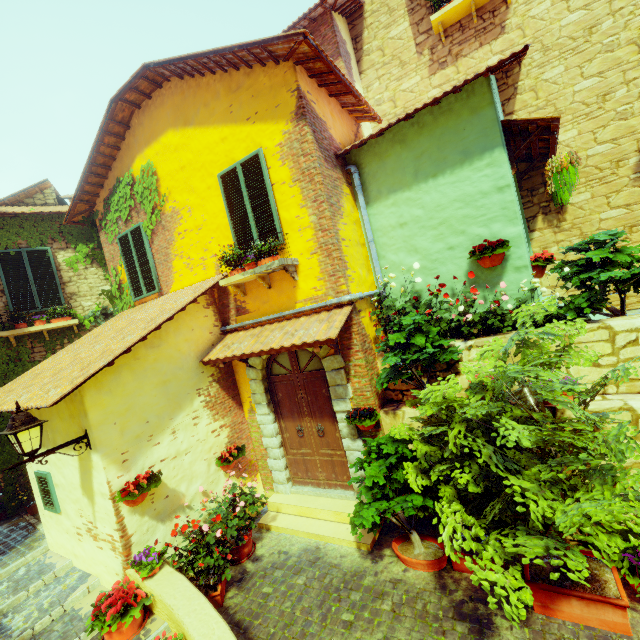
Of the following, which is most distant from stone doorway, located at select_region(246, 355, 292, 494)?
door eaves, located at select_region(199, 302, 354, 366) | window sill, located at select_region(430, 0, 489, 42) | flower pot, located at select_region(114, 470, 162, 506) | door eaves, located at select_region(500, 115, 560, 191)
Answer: window sill, located at select_region(430, 0, 489, 42)

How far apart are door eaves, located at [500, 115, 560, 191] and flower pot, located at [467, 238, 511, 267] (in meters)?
1.26

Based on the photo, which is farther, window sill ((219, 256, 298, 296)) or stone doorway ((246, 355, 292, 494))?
stone doorway ((246, 355, 292, 494))

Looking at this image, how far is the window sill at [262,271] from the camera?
5.31m

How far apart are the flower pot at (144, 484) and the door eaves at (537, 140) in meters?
7.4

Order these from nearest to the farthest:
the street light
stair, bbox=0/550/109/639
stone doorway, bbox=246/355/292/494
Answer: the street light
stair, bbox=0/550/109/639
stone doorway, bbox=246/355/292/494

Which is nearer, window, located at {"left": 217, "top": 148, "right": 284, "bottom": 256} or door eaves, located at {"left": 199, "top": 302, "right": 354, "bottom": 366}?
door eaves, located at {"left": 199, "top": 302, "right": 354, "bottom": 366}

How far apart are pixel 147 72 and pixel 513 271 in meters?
7.6
